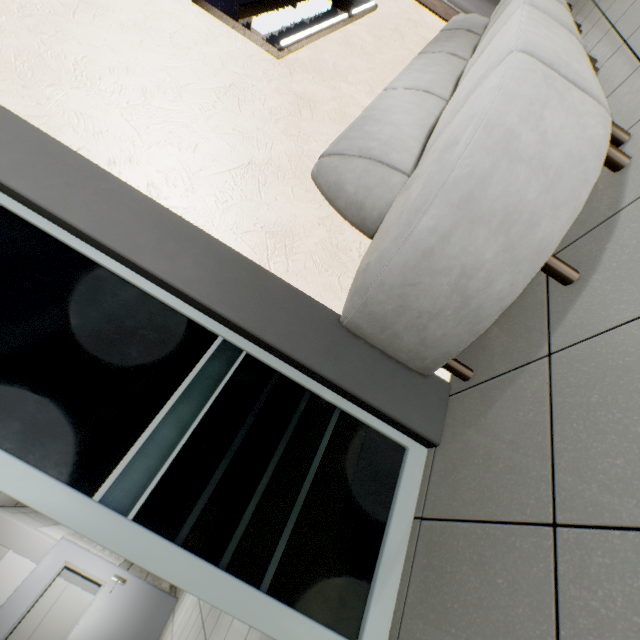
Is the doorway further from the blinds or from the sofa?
the blinds

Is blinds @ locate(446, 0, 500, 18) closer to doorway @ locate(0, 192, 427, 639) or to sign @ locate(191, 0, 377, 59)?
sign @ locate(191, 0, 377, 59)

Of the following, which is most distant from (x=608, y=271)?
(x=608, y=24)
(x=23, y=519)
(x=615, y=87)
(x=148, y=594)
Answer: (x=23, y=519)

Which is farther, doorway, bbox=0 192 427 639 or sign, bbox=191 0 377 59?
sign, bbox=191 0 377 59

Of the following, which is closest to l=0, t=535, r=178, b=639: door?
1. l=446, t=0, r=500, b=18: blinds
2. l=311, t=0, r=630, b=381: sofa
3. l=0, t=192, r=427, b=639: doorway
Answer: l=0, t=192, r=427, b=639: doorway

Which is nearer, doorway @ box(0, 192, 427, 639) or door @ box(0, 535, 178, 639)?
doorway @ box(0, 192, 427, 639)

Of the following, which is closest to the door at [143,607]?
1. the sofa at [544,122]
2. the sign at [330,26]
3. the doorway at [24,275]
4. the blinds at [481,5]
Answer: the doorway at [24,275]
